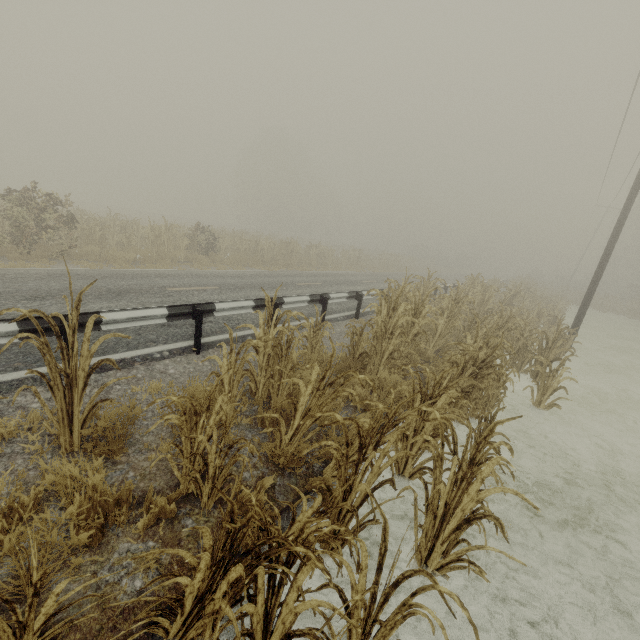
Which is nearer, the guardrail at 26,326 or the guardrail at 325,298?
the guardrail at 26,326

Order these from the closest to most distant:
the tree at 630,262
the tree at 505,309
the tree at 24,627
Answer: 1. the tree at 24,627
2. the tree at 505,309
3. the tree at 630,262

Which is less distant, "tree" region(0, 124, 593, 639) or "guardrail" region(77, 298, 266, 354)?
"tree" region(0, 124, 593, 639)

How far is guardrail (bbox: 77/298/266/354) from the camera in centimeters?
487cm

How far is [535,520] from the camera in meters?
4.3 m
